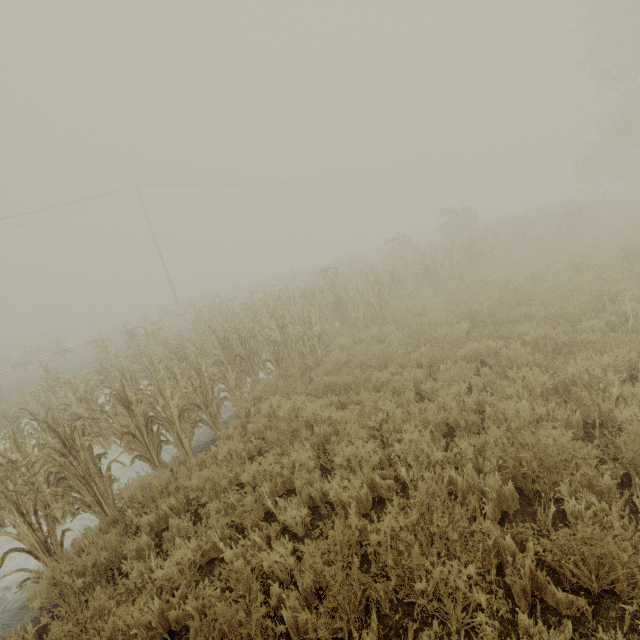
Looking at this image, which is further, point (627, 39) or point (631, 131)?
point (627, 39)
